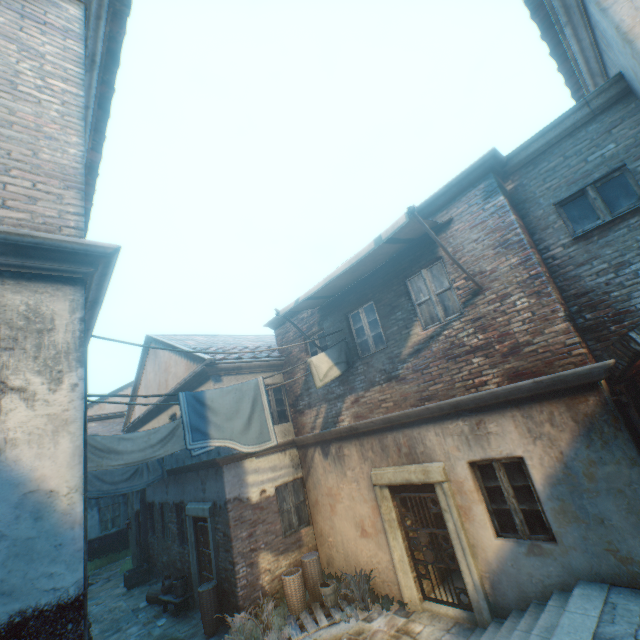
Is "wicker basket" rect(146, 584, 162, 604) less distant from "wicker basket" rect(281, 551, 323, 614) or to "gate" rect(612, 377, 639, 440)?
"wicker basket" rect(281, 551, 323, 614)

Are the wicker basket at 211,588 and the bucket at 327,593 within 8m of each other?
yes

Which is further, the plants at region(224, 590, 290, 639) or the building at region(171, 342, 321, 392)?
the building at region(171, 342, 321, 392)

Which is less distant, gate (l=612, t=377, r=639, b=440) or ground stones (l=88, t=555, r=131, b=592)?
gate (l=612, t=377, r=639, b=440)

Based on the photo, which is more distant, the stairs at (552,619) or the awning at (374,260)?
the awning at (374,260)

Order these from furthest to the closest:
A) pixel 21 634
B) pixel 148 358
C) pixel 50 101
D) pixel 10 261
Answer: pixel 148 358
pixel 50 101
pixel 10 261
pixel 21 634

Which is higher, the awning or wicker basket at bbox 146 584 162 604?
the awning

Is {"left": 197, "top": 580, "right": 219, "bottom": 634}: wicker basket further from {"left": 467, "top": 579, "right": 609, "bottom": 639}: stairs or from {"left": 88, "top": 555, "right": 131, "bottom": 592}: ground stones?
{"left": 88, "top": 555, "right": 131, "bottom": 592}: ground stones
